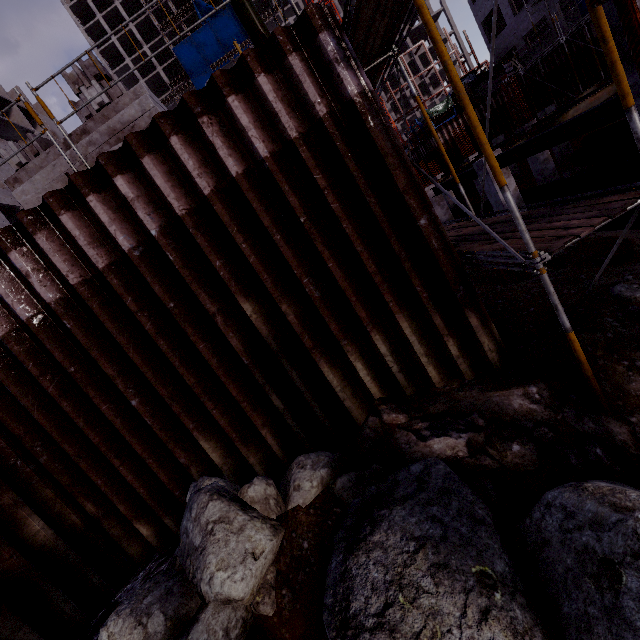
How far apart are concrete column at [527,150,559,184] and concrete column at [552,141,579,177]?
6.21m

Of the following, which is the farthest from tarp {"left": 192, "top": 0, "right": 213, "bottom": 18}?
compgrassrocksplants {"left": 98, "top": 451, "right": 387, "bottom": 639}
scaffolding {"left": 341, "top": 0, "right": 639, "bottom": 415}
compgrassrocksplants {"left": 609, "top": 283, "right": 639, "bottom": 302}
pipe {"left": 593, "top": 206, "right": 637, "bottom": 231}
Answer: compgrassrocksplants {"left": 98, "top": 451, "right": 387, "bottom": 639}

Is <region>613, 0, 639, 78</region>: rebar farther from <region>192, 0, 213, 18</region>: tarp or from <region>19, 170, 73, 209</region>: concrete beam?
<region>192, 0, 213, 18</region>: tarp

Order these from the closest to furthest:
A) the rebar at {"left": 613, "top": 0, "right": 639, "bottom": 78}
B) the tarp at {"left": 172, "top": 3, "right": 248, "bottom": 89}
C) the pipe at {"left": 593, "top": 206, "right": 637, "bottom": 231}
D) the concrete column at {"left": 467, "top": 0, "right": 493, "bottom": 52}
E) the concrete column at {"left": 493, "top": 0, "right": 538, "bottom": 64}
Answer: the rebar at {"left": 613, "top": 0, "right": 639, "bottom": 78} < the pipe at {"left": 593, "top": 206, "right": 637, "bottom": 231} < the concrete column at {"left": 493, "top": 0, "right": 538, "bottom": 64} < the concrete column at {"left": 467, "top": 0, "right": 493, "bottom": 52} < the tarp at {"left": 172, "top": 3, "right": 248, "bottom": 89}

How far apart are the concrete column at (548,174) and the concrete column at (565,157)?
6.2m

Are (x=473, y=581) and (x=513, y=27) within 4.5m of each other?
no

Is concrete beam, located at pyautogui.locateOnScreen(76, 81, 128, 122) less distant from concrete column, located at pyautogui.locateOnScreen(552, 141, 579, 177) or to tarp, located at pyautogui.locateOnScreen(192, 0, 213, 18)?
concrete column, located at pyautogui.locateOnScreen(552, 141, 579, 177)

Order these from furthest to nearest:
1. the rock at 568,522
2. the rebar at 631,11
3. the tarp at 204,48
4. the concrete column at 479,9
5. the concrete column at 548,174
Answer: the tarp at 204,48
the concrete column at 479,9
the concrete column at 548,174
the rock at 568,522
the rebar at 631,11
